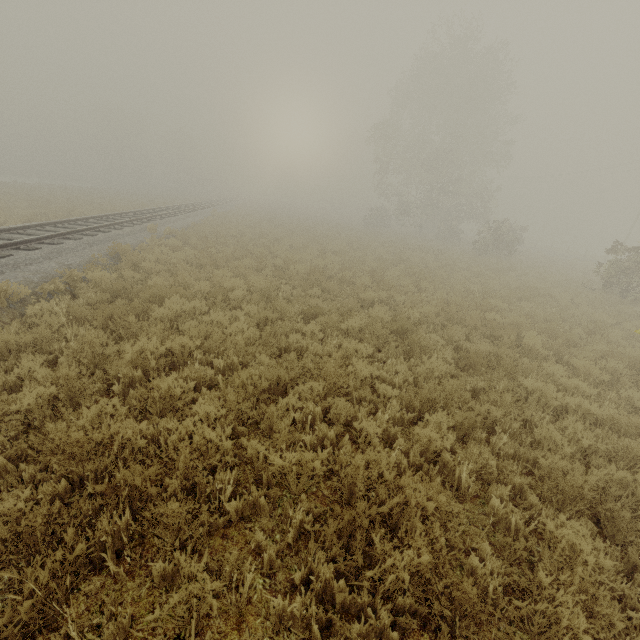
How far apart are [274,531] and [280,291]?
7.6 meters

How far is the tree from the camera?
28.83m

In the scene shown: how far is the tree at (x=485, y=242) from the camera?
28.8 meters
